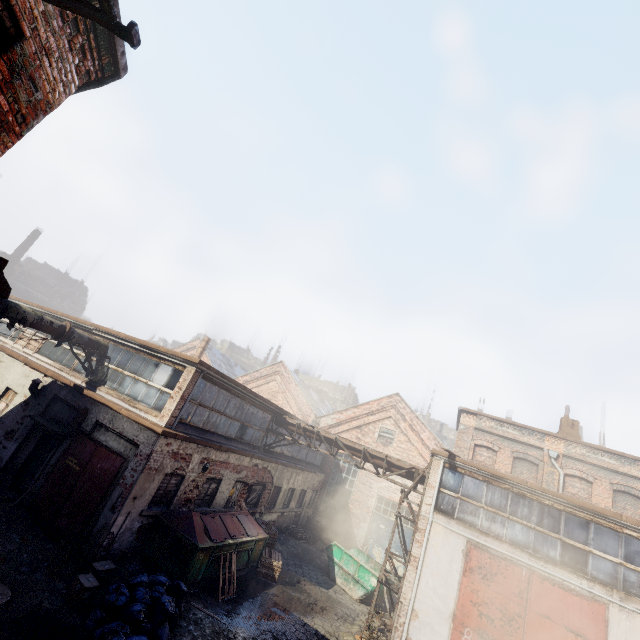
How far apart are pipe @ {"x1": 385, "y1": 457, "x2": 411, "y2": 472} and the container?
4.46m

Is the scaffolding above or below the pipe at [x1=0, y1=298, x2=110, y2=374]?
above

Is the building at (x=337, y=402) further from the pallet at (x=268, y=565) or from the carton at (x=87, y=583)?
the carton at (x=87, y=583)

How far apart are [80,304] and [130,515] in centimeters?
5730cm

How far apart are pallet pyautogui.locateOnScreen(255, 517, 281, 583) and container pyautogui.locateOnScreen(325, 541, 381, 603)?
3.5m

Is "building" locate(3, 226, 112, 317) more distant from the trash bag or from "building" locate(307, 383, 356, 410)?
the trash bag

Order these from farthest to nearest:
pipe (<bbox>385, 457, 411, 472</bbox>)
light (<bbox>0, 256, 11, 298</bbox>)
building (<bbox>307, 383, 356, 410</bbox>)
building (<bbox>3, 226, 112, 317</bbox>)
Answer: building (<bbox>307, 383, 356, 410</bbox>) < building (<bbox>3, 226, 112, 317</bbox>) < pipe (<bbox>385, 457, 411, 472</bbox>) < light (<bbox>0, 256, 11, 298</bbox>)

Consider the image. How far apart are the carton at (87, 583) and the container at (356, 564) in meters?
11.0
